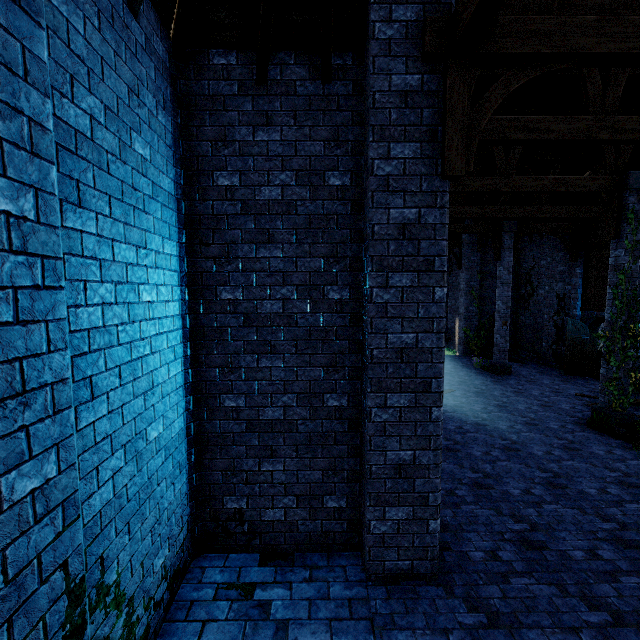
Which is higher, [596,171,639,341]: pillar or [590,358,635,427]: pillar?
[596,171,639,341]: pillar

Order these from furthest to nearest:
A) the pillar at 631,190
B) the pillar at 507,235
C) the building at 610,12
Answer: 1. the pillar at 507,235
2. the pillar at 631,190
3. the building at 610,12

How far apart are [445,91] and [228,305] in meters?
3.8 m

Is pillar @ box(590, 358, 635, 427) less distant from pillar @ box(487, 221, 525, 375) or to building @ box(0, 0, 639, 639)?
building @ box(0, 0, 639, 639)

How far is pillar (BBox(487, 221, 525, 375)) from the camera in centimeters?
1455cm

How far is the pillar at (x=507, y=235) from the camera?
14.6 meters

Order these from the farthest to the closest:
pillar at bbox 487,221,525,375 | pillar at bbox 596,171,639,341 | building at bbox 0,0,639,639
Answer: pillar at bbox 487,221,525,375 → pillar at bbox 596,171,639,341 → building at bbox 0,0,639,639

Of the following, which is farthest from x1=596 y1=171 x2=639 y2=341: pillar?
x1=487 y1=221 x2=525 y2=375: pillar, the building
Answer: x1=487 y1=221 x2=525 y2=375: pillar
